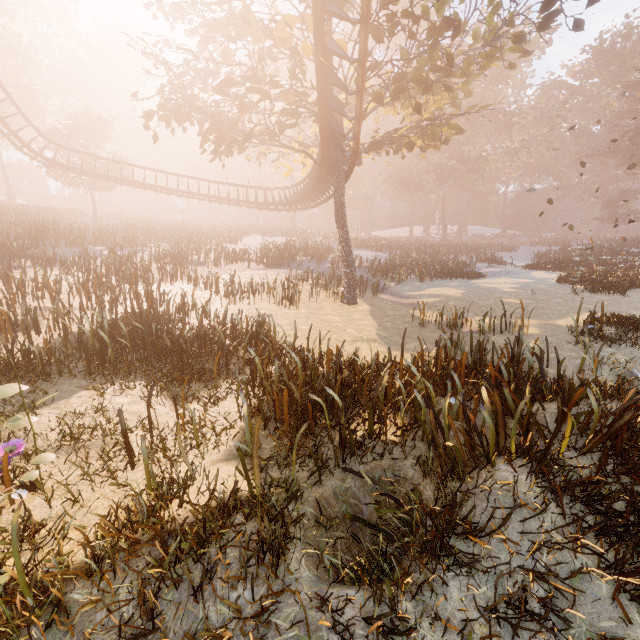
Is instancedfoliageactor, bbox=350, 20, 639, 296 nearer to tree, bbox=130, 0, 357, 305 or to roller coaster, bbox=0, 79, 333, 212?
tree, bbox=130, 0, 357, 305

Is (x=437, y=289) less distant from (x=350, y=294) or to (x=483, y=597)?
(x=350, y=294)

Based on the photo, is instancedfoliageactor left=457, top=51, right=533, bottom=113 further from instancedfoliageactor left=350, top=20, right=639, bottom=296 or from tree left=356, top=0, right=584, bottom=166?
tree left=356, top=0, right=584, bottom=166

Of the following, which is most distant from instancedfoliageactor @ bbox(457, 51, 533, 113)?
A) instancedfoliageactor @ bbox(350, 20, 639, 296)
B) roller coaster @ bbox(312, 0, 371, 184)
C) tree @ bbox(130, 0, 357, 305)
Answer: roller coaster @ bbox(312, 0, 371, 184)

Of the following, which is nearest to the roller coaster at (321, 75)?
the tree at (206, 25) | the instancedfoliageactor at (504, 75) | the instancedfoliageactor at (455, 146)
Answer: the tree at (206, 25)

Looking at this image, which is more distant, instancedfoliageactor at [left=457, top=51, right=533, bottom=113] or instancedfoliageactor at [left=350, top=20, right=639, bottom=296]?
instancedfoliageactor at [left=457, top=51, right=533, bottom=113]

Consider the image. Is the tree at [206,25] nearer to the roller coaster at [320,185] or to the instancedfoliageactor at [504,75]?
the roller coaster at [320,185]

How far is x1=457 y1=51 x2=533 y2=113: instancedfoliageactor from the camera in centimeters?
4675cm
